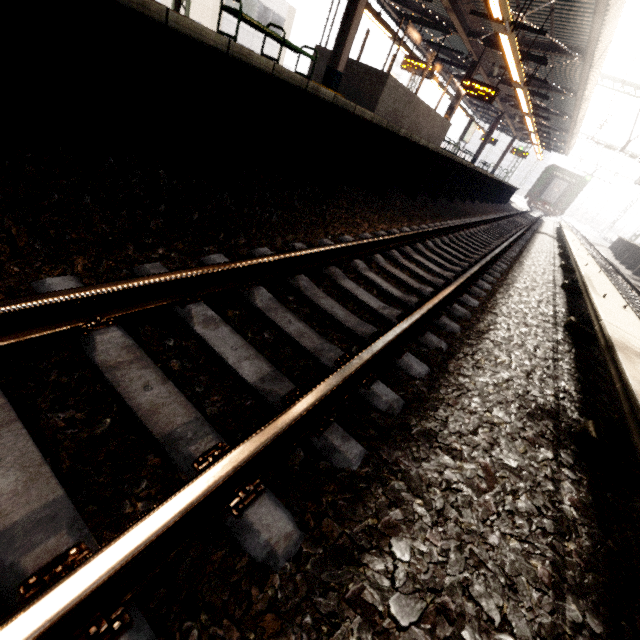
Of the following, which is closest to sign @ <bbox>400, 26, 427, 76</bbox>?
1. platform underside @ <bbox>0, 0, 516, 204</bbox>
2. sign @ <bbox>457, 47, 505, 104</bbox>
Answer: sign @ <bbox>457, 47, 505, 104</bbox>

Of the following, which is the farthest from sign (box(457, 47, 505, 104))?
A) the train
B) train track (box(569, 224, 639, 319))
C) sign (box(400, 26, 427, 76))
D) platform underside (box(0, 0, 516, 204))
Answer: the train

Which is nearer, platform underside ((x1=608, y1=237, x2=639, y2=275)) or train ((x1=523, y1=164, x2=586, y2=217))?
platform underside ((x1=608, y1=237, x2=639, y2=275))

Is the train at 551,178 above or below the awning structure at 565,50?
below

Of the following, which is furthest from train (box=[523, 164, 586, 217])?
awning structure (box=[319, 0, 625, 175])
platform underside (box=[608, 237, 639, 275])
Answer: platform underside (box=[608, 237, 639, 275])

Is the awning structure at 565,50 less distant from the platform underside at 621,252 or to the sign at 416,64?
the sign at 416,64

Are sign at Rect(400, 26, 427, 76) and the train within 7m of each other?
no

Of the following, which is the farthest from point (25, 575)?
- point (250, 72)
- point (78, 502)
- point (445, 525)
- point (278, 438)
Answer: point (250, 72)
